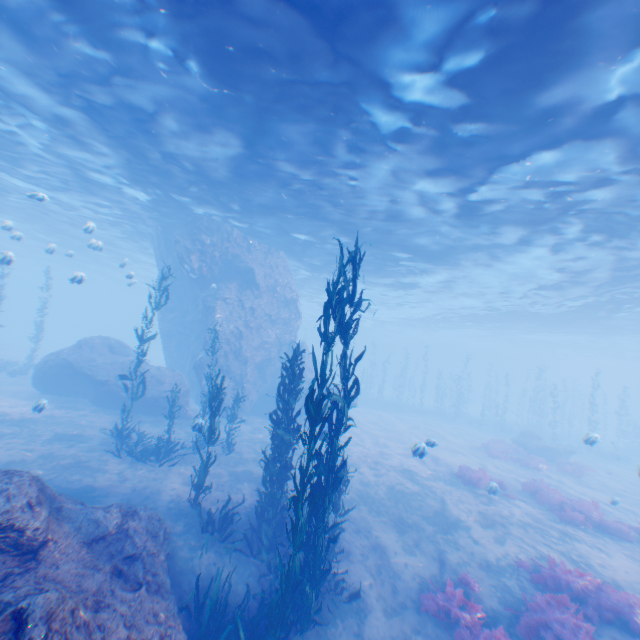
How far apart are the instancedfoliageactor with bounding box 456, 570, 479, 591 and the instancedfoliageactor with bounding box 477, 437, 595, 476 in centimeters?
1489cm

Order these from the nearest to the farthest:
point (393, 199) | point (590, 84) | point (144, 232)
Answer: point (590, 84)
point (393, 199)
point (144, 232)

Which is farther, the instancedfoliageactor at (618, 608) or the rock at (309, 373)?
the rock at (309, 373)

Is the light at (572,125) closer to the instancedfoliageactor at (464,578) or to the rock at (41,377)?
the rock at (41,377)

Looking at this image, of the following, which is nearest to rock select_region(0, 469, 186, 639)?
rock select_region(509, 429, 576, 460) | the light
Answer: the light

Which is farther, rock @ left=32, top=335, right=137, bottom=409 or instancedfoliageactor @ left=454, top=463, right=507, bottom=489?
rock @ left=32, top=335, right=137, bottom=409

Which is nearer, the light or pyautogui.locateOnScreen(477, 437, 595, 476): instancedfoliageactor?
the light

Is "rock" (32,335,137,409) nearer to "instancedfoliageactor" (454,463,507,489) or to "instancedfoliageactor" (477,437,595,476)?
"instancedfoliageactor" (454,463,507,489)
